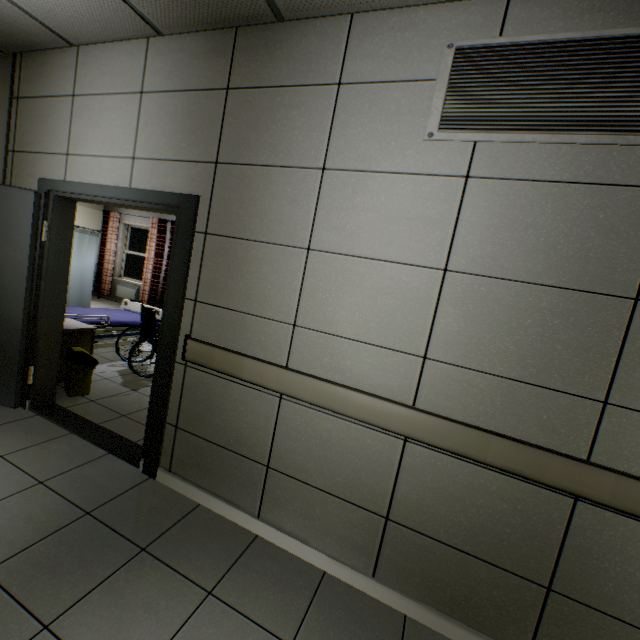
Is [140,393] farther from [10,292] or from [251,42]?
[251,42]

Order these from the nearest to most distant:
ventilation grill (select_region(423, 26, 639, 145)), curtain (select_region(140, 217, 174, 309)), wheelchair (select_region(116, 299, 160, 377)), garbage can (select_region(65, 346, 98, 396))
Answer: ventilation grill (select_region(423, 26, 639, 145)), garbage can (select_region(65, 346, 98, 396)), wheelchair (select_region(116, 299, 160, 377)), curtain (select_region(140, 217, 174, 309))

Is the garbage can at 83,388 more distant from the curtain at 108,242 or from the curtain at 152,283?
the curtain at 108,242

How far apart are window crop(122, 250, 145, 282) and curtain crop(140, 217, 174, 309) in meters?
0.4

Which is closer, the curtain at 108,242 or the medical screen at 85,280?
the medical screen at 85,280

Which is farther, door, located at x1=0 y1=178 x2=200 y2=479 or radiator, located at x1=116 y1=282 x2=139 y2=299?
radiator, located at x1=116 y1=282 x2=139 y2=299

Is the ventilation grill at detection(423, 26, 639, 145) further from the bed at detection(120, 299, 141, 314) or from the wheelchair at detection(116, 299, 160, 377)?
the bed at detection(120, 299, 141, 314)

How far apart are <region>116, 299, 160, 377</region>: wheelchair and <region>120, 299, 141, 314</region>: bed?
0.1m
